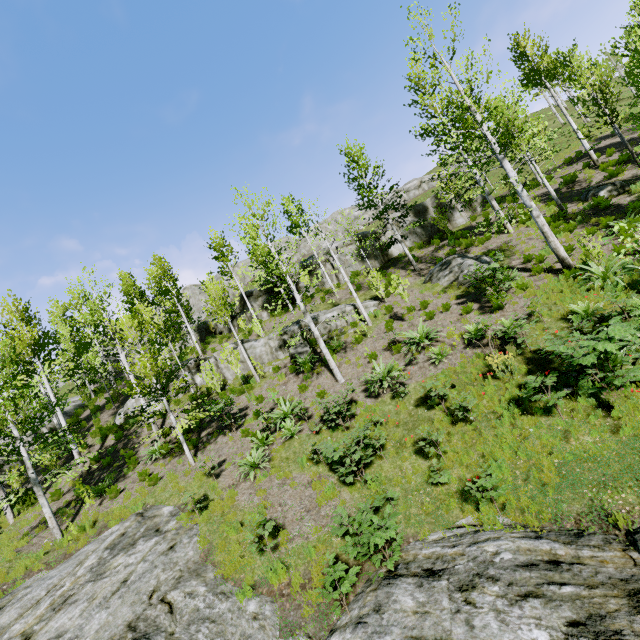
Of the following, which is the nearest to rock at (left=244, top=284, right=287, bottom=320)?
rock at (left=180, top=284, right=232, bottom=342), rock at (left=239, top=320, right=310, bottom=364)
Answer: rock at (left=239, top=320, right=310, bottom=364)

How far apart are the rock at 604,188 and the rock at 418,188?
42.86m

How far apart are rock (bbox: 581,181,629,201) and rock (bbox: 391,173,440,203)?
42.9m

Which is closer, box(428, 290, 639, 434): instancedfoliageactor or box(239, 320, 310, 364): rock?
box(428, 290, 639, 434): instancedfoliageactor

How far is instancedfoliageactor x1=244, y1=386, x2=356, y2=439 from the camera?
11.5 meters

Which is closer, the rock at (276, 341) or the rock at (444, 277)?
the rock at (444, 277)

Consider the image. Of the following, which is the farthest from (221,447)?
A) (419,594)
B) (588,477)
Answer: (588,477)

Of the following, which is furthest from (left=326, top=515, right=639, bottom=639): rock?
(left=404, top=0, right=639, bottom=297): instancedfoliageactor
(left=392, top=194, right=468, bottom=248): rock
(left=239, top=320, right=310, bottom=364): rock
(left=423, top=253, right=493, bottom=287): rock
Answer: (left=392, top=194, right=468, bottom=248): rock
